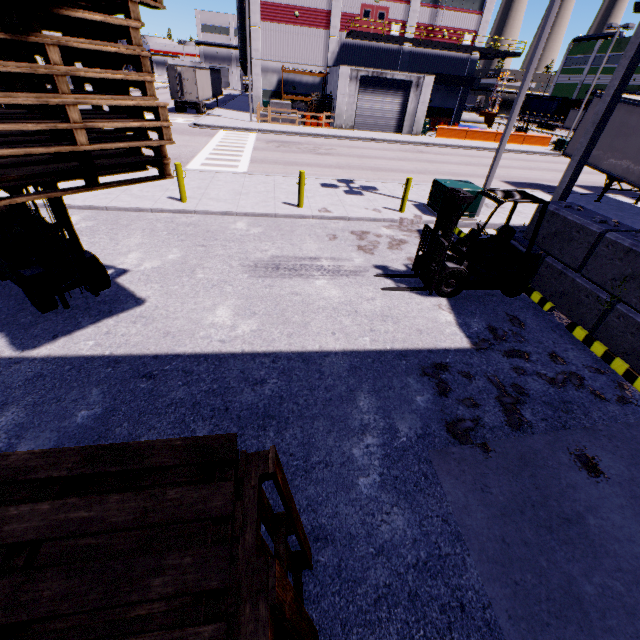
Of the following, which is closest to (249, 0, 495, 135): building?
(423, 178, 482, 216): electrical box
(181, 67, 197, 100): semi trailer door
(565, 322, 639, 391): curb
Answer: (565, 322, 639, 391): curb

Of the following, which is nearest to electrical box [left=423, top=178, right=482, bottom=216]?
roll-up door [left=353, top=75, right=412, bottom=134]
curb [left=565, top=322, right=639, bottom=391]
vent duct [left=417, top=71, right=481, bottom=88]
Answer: curb [left=565, top=322, right=639, bottom=391]

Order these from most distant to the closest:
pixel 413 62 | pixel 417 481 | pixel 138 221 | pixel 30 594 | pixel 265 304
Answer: pixel 413 62, pixel 138 221, pixel 265 304, pixel 417 481, pixel 30 594

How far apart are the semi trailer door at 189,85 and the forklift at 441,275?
34.6 meters

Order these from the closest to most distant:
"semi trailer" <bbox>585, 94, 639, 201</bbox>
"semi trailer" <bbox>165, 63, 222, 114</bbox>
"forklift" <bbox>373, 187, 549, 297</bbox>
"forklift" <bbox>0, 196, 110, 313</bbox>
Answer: "forklift" <bbox>0, 196, 110, 313</bbox> < "forklift" <bbox>373, 187, 549, 297</bbox> < "semi trailer" <bbox>585, 94, 639, 201</bbox> < "semi trailer" <bbox>165, 63, 222, 114</bbox>

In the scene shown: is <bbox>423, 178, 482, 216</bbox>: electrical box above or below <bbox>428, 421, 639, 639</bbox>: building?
above

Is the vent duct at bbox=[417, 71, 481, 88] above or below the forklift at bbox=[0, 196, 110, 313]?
above

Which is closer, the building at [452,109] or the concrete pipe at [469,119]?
the building at [452,109]
